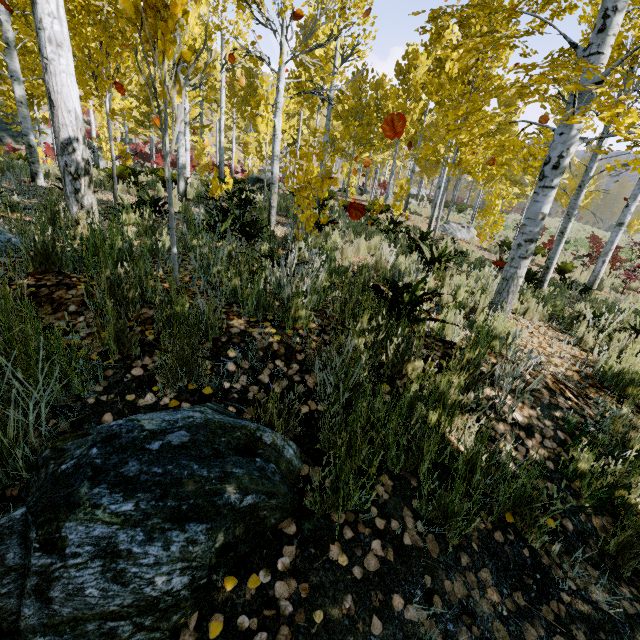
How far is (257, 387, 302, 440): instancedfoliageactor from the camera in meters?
1.7 m

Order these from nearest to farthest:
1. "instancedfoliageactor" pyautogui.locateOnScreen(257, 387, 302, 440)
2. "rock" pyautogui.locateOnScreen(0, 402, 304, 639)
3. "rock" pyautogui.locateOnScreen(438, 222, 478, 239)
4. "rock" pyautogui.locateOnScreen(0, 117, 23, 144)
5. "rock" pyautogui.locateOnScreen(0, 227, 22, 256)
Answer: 1. "rock" pyautogui.locateOnScreen(0, 402, 304, 639)
2. "instancedfoliageactor" pyautogui.locateOnScreen(257, 387, 302, 440)
3. "rock" pyautogui.locateOnScreen(0, 227, 22, 256)
4. "rock" pyautogui.locateOnScreen(438, 222, 478, 239)
5. "rock" pyautogui.locateOnScreen(0, 117, 23, 144)

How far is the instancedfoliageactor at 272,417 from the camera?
1.7 meters

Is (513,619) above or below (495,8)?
below

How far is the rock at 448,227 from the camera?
14.8m

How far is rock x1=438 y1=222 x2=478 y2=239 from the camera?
14.82m

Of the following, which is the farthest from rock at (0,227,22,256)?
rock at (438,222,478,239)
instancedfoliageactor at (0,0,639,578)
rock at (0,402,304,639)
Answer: rock at (0,402,304,639)

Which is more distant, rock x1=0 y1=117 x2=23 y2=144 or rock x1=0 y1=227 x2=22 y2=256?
rock x1=0 y1=117 x2=23 y2=144
